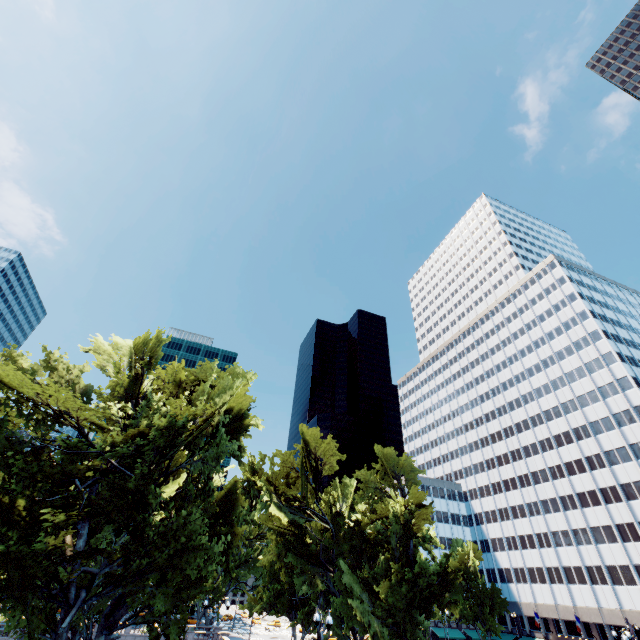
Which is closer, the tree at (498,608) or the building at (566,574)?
the building at (566,574)

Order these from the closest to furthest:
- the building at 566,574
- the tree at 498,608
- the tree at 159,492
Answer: the tree at 159,492, the building at 566,574, the tree at 498,608

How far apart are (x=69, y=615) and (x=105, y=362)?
15.9m

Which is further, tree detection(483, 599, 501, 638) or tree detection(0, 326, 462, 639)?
tree detection(483, 599, 501, 638)

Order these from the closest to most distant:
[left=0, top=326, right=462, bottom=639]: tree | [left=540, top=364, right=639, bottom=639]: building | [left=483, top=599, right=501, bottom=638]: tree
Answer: [left=0, top=326, right=462, bottom=639]: tree, [left=540, top=364, right=639, bottom=639]: building, [left=483, top=599, right=501, bottom=638]: tree

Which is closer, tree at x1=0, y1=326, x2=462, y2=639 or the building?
tree at x1=0, y1=326, x2=462, y2=639
